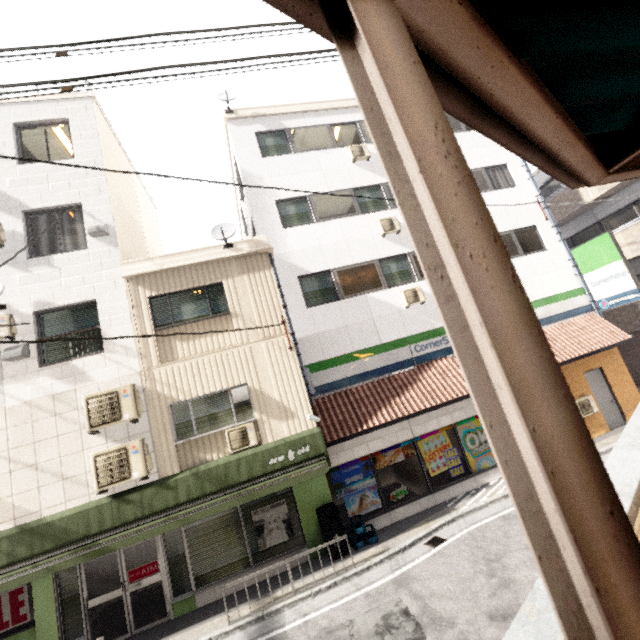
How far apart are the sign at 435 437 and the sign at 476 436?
0.1m

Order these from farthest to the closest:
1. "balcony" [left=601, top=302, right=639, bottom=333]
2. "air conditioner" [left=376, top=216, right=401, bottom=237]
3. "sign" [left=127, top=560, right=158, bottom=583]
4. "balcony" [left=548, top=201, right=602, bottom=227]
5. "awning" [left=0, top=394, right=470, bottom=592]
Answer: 1. "balcony" [left=548, top=201, right=602, bottom=227]
2. "balcony" [left=601, top=302, right=639, bottom=333]
3. "air conditioner" [left=376, top=216, right=401, bottom=237]
4. "sign" [left=127, top=560, right=158, bottom=583]
5. "awning" [left=0, top=394, right=470, bottom=592]

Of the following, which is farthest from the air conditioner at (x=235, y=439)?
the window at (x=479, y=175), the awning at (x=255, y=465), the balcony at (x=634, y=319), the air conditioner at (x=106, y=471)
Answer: the balcony at (x=634, y=319)

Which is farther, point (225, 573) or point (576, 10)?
point (225, 573)

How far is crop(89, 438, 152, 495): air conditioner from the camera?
7.3 meters

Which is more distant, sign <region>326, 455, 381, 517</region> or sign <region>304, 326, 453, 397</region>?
sign <region>304, 326, 453, 397</region>

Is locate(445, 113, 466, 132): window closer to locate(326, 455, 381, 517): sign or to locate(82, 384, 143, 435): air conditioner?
locate(326, 455, 381, 517): sign

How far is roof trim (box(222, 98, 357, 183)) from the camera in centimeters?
1212cm
